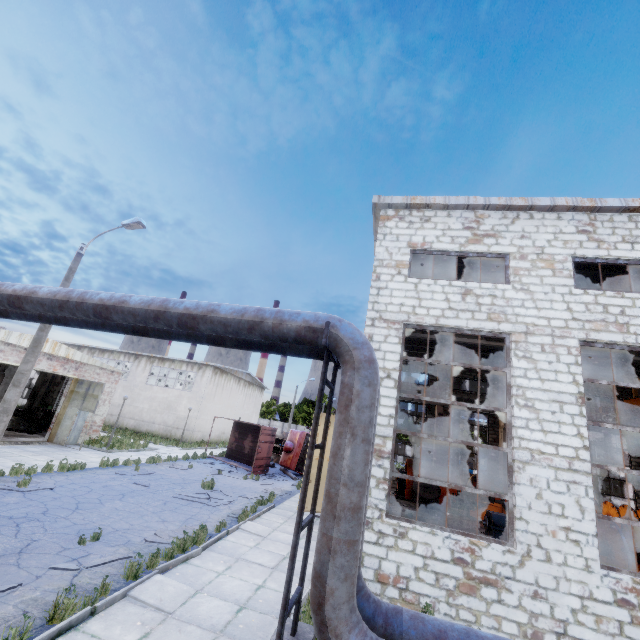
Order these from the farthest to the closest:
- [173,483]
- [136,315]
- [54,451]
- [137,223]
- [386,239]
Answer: [54,451] < [173,483] < [137,223] < [386,239] < [136,315]

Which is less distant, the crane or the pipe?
the pipe

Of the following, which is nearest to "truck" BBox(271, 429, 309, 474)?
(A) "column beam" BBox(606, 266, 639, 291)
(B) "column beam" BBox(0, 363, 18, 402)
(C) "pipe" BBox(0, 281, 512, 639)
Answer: (A) "column beam" BBox(606, 266, 639, 291)

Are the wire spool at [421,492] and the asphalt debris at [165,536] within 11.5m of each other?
no

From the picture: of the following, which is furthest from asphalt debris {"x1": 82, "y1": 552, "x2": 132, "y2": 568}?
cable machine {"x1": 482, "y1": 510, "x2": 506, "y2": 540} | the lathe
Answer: the lathe

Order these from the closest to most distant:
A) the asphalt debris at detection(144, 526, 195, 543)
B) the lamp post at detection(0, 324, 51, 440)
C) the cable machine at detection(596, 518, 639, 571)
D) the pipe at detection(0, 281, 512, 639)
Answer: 1. the pipe at detection(0, 281, 512, 639)
2. the asphalt debris at detection(144, 526, 195, 543)
3. the cable machine at detection(596, 518, 639, 571)
4. the lamp post at detection(0, 324, 51, 440)

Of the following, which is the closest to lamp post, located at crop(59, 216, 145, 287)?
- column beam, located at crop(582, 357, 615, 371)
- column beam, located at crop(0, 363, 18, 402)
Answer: column beam, located at crop(0, 363, 18, 402)

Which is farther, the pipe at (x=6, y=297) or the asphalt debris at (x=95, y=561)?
the asphalt debris at (x=95, y=561)
